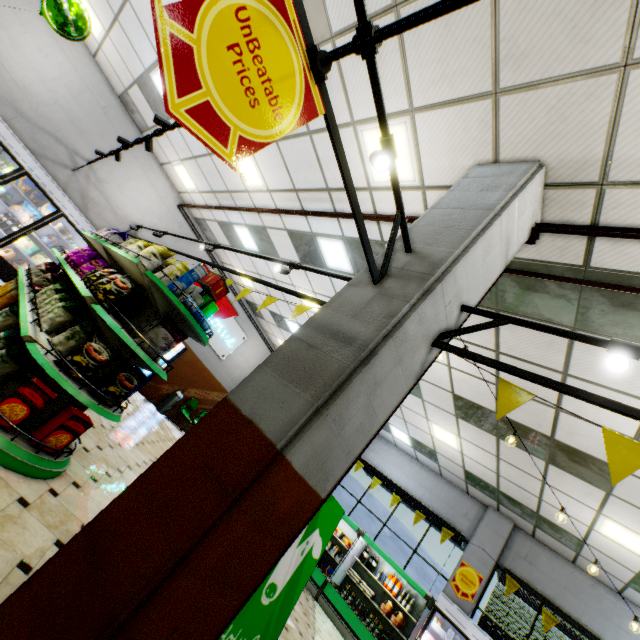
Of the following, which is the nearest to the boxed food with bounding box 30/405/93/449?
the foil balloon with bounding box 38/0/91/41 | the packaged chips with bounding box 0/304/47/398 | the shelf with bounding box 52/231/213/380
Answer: the shelf with bounding box 52/231/213/380

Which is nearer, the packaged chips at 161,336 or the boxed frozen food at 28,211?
the packaged chips at 161,336

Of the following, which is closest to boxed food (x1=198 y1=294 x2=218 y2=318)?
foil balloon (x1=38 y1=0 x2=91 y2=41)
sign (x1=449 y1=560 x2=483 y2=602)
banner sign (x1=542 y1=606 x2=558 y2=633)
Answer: foil balloon (x1=38 y1=0 x2=91 y2=41)

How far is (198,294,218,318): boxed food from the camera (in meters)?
4.08

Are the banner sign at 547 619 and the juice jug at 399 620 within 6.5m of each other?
yes

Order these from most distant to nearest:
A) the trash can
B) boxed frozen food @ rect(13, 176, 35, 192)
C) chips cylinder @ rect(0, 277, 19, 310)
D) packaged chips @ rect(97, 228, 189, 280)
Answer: the trash can < boxed frozen food @ rect(13, 176, 35, 192) < chips cylinder @ rect(0, 277, 19, 310) < packaged chips @ rect(97, 228, 189, 280)

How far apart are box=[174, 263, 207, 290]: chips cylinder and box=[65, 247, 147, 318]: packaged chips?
1.04m

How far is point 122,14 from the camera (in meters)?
6.08
